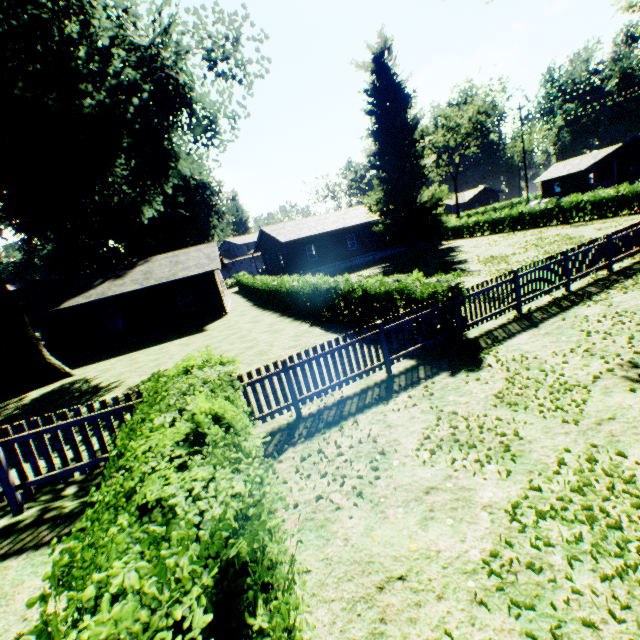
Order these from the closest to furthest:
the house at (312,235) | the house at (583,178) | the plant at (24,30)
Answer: the plant at (24,30)
the house at (312,235)
the house at (583,178)

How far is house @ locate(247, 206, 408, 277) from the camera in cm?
3309

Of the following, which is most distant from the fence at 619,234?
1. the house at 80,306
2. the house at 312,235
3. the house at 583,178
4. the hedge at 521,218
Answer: the house at 583,178

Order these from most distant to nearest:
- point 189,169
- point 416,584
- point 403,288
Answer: point 189,169
point 403,288
point 416,584

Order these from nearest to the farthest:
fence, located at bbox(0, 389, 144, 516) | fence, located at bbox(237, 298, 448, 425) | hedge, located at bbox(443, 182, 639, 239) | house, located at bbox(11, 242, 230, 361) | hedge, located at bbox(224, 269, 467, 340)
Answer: fence, located at bbox(0, 389, 144, 516)
fence, located at bbox(237, 298, 448, 425)
hedge, located at bbox(224, 269, 467, 340)
house, located at bbox(11, 242, 230, 361)
hedge, located at bbox(443, 182, 639, 239)

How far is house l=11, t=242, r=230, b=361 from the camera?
22.0 meters

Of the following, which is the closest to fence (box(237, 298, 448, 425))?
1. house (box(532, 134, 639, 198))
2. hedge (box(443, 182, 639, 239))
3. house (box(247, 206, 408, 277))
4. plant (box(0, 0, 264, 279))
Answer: plant (box(0, 0, 264, 279))

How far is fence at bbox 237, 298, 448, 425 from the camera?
6.85m
